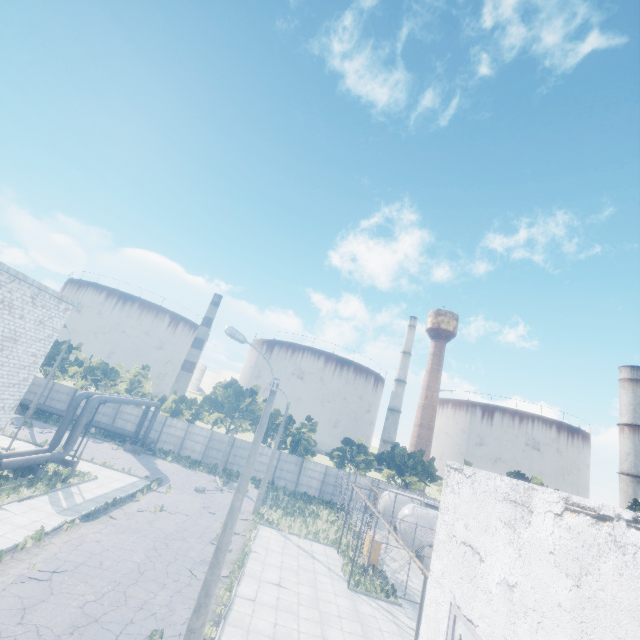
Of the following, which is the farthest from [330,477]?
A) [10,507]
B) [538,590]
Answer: [538,590]

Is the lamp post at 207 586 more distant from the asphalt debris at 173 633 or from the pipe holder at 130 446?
the pipe holder at 130 446

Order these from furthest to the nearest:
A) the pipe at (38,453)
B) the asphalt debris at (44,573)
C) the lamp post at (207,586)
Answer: the pipe at (38,453)
the asphalt debris at (44,573)
the lamp post at (207,586)

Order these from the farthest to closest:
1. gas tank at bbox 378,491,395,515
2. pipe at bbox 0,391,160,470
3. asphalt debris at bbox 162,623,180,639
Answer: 1. gas tank at bbox 378,491,395,515
2. pipe at bbox 0,391,160,470
3. asphalt debris at bbox 162,623,180,639

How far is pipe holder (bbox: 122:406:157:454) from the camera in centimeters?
3281cm

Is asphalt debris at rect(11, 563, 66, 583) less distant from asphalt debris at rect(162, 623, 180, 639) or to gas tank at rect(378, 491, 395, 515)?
asphalt debris at rect(162, 623, 180, 639)

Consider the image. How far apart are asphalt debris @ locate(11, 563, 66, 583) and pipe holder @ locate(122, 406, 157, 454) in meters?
22.1

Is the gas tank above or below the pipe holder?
above
